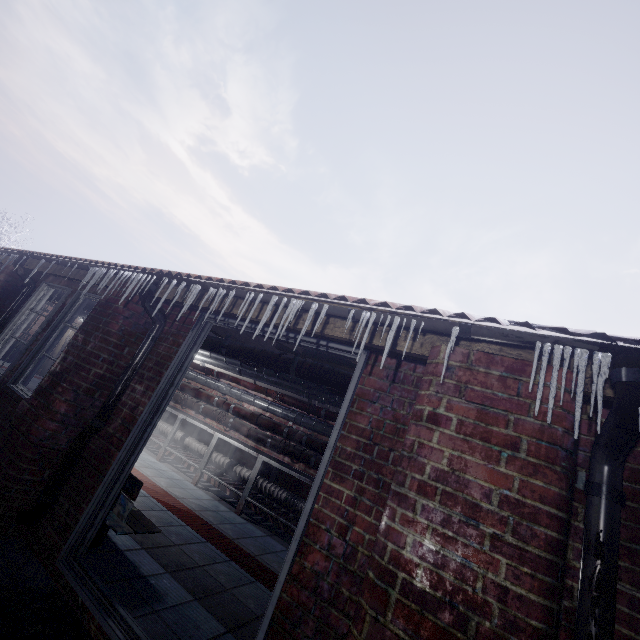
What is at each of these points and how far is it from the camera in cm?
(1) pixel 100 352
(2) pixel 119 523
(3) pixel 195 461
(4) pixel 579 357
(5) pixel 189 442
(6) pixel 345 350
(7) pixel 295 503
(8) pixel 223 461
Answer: (1) window, 275
(2) bench, 250
(3) table, 556
(4) icicle, 126
(5) pipe, 605
(6) door, 210
(7) pipe, 477
(8) pipe, 557

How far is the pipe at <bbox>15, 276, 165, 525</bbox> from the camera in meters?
2.4

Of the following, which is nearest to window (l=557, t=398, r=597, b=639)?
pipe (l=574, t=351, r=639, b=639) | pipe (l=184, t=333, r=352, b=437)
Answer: pipe (l=574, t=351, r=639, b=639)

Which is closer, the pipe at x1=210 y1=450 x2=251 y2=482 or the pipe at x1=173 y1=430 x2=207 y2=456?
the pipe at x1=210 y1=450 x2=251 y2=482

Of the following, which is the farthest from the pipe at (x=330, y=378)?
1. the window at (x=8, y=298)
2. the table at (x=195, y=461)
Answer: the table at (x=195, y=461)

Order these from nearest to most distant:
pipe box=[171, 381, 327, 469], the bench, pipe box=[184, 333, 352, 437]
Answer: the bench, pipe box=[184, 333, 352, 437], pipe box=[171, 381, 327, 469]

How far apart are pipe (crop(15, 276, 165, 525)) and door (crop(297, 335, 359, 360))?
0.4m

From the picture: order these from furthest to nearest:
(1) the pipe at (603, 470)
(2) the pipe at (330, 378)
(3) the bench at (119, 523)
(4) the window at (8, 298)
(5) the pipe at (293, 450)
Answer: (5) the pipe at (293, 450) → (4) the window at (8, 298) → (2) the pipe at (330, 378) → (3) the bench at (119, 523) → (1) the pipe at (603, 470)
